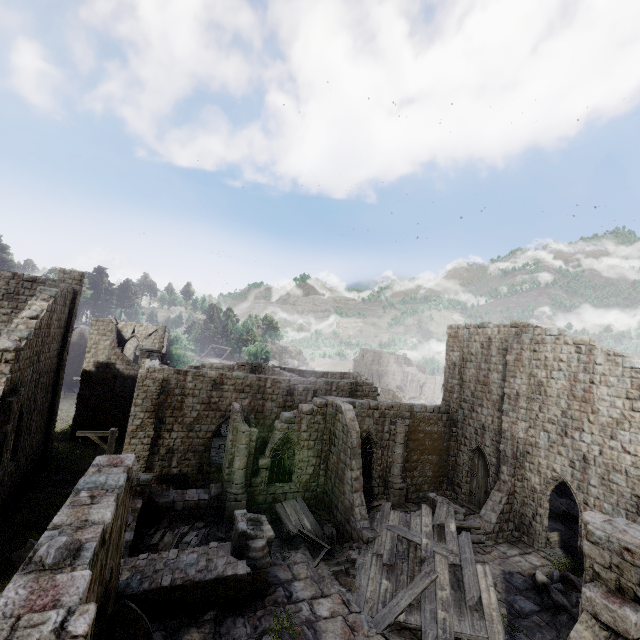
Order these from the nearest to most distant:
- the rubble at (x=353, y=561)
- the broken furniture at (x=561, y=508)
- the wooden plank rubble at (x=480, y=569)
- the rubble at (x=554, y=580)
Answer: the wooden plank rubble at (x=480, y=569) < the rubble at (x=554, y=580) < the rubble at (x=353, y=561) < the broken furniture at (x=561, y=508)

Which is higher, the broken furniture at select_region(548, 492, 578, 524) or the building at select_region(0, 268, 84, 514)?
the building at select_region(0, 268, 84, 514)

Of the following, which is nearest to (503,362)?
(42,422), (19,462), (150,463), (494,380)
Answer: (494,380)

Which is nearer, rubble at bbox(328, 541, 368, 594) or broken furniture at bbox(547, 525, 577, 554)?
rubble at bbox(328, 541, 368, 594)

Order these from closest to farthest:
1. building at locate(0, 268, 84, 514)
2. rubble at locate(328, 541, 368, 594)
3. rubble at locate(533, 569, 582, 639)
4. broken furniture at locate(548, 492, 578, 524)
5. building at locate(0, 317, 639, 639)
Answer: building at locate(0, 317, 639, 639)
rubble at locate(533, 569, 582, 639)
rubble at locate(328, 541, 368, 594)
building at locate(0, 268, 84, 514)
broken furniture at locate(548, 492, 578, 524)

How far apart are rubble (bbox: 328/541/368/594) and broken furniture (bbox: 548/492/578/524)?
15.60m

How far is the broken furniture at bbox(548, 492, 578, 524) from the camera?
20.3 meters

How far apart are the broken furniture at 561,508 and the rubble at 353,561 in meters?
15.6
